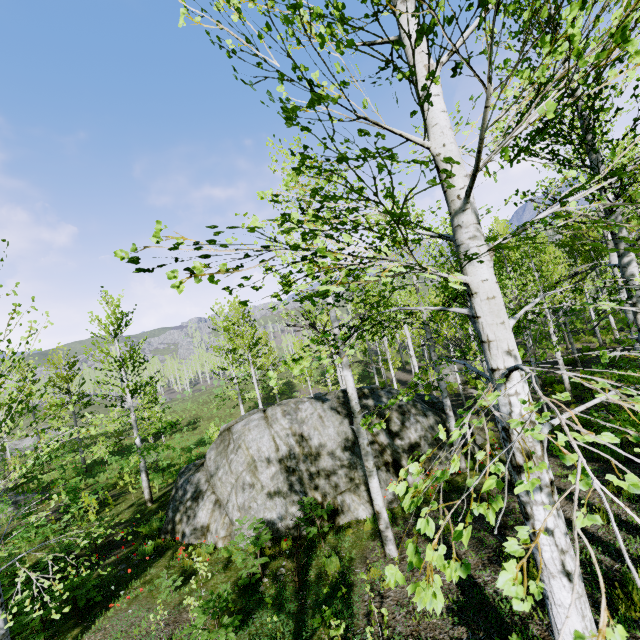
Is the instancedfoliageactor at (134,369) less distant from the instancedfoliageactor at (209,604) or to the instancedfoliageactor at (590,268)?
the instancedfoliageactor at (590,268)

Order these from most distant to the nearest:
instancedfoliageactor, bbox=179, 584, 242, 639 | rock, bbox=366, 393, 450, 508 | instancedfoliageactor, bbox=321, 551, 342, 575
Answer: rock, bbox=366, 393, 450, 508 → instancedfoliageactor, bbox=321, 551, 342, 575 → instancedfoliageactor, bbox=179, 584, 242, 639

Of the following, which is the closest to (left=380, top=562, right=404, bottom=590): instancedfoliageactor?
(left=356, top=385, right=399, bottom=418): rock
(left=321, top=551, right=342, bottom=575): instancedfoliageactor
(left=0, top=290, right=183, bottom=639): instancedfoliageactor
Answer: (left=356, top=385, right=399, bottom=418): rock

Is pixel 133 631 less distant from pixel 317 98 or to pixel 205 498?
pixel 205 498

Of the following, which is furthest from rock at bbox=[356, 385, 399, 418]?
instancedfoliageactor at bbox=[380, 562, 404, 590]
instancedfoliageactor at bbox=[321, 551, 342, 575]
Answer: instancedfoliageactor at bbox=[321, 551, 342, 575]

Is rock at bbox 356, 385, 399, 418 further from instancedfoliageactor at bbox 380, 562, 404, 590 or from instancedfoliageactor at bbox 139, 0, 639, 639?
instancedfoliageactor at bbox 380, 562, 404, 590

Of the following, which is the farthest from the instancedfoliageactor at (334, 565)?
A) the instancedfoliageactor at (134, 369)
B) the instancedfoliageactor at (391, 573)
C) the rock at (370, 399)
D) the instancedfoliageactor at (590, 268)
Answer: the instancedfoliageactor at (391, 573)

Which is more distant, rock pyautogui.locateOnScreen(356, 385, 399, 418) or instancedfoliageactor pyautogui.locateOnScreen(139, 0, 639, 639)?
rock pyautogui.locateOnScreen(356, 385, 399, 418)
